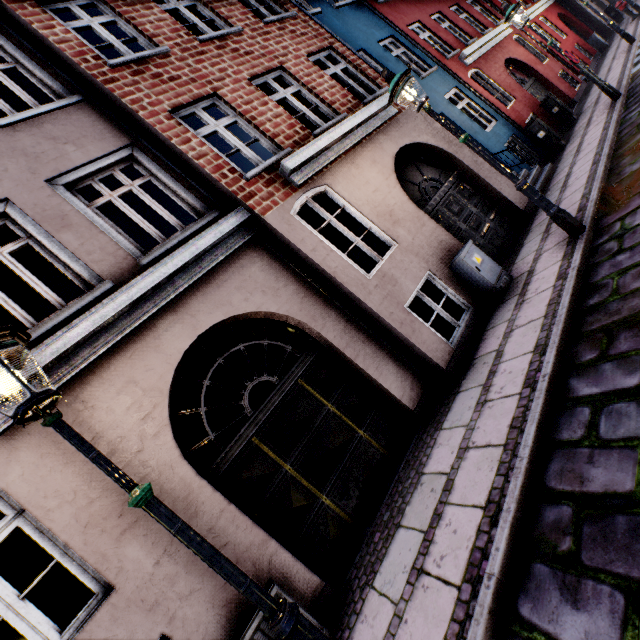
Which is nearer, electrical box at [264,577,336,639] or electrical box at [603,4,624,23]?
electrical box at [264,577,336,639]

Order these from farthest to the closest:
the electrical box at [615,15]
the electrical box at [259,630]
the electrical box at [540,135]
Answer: the electrical box at [615,15], the electrical box at [540,135], the electrical box at [259,630]

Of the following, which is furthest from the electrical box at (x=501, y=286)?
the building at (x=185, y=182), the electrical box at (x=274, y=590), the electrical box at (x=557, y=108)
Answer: the electrical box at (x=557, y=108)

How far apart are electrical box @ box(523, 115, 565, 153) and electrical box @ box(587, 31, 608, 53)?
14.0m

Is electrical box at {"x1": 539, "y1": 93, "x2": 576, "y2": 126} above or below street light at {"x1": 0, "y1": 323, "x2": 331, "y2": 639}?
below

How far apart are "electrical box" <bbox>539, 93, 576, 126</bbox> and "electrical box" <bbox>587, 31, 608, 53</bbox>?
11.5m

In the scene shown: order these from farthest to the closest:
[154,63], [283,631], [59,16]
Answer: [59,16], [154,63], [283,631]

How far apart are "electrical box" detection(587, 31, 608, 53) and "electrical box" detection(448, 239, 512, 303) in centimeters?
2147cm
